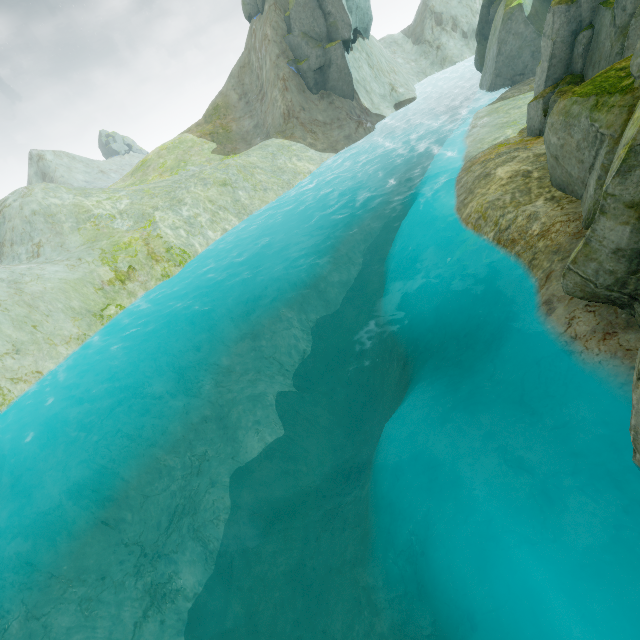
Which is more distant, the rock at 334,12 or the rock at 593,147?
the rock at 334,12

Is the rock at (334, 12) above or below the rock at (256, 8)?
below

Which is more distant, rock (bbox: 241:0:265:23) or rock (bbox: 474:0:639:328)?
rock (bbox: 241:0:265:23)

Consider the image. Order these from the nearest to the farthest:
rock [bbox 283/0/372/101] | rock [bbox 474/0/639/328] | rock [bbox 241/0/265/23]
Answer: rock [bbox 474/0/639/328], rock [bbox 283/0/372/101], rock [bbox 241/0/265/23]

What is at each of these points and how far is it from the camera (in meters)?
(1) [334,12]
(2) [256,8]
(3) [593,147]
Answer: (1) rock, 31.64
(2) rock, 35.72
(3) rock, 8.01

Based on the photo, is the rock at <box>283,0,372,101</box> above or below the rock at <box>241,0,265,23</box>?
below
